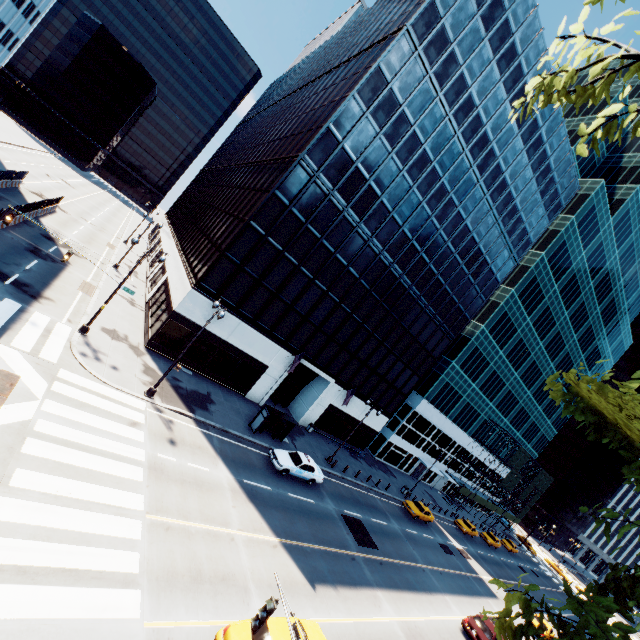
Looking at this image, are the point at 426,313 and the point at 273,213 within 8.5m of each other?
no

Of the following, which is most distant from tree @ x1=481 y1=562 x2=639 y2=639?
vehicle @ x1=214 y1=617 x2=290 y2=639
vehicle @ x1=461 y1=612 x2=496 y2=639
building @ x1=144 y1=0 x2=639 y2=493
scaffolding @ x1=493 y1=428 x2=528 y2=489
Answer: building @ x1=144 y1=0 x2=639 y2=493

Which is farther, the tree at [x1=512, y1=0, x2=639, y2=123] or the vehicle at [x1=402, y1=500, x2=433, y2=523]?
the vehicle at [x1=402, y1=500, x2=433, y2=523]

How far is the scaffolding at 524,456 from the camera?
55.49m

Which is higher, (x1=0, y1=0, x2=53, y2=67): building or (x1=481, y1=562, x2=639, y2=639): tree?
(x1=0, y1=0, x2=53, y2=67): building

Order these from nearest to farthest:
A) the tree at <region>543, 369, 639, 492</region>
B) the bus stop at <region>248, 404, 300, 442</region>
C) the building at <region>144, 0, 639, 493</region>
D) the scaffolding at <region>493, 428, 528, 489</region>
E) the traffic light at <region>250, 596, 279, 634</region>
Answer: the tree at <region>543, 369, 639, 492</region> < the traffic light at <region>250, 596, 279, 634</region> < the bus stop at <region>248, 404, 300, 442</region> < the building at <region>144, 0, 639, 493</region> < the scaffolding at <region>493, 428, 528, 489</region>

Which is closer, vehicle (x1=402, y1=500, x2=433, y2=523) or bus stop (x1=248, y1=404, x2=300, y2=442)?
bus stop (x1=248, y1=404, x2=300, y2=442)

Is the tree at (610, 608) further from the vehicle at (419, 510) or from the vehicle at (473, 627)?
the vehicle at (419, 510)
